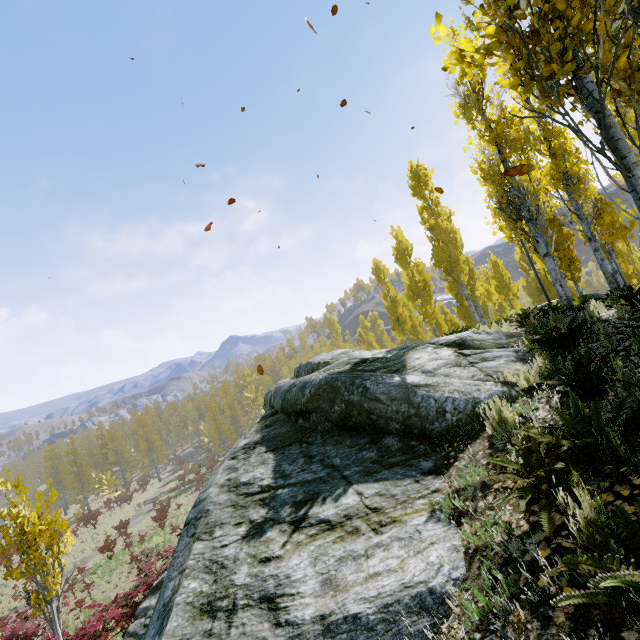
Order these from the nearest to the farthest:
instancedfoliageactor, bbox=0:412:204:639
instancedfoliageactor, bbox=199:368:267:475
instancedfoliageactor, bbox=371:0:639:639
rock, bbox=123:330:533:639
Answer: instancedfoliageactor, bbox=371:0:639:639
rock, bbox=123:330:533:639
instancedfoliageactor, bbox=0:412:204:639
instancedfoliageactor, bbox=199:368:267:475

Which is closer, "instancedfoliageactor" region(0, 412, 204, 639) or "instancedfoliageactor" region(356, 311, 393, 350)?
"instancedfoliageactor" region(0, 412, 204, 639)

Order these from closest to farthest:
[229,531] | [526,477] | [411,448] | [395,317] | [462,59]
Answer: [462,59]
[526,477]
[229,531]
[411,448]
[395,317]

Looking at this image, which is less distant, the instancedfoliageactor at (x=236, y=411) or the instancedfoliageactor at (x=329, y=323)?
the instancedfoliageactor at (x=329, y=323)

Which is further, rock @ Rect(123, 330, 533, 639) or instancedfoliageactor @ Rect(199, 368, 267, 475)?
instancedfoliageactor @ Rect(199, 368, 267, 475)

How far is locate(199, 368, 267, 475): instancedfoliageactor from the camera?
47.9 meters
